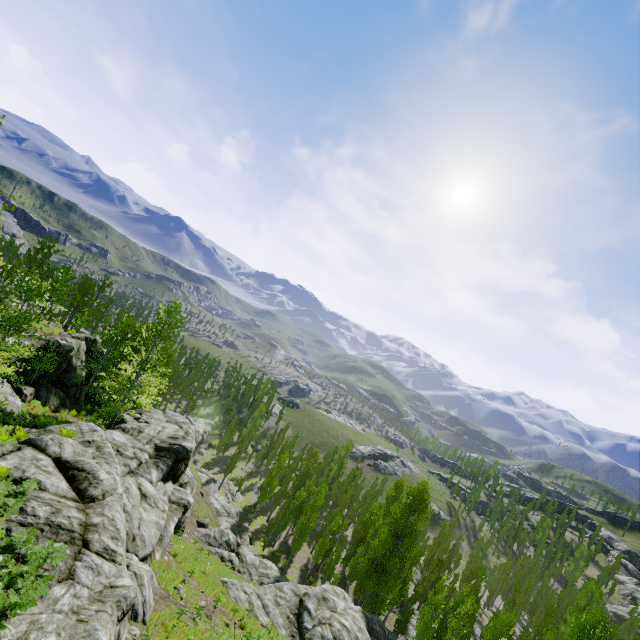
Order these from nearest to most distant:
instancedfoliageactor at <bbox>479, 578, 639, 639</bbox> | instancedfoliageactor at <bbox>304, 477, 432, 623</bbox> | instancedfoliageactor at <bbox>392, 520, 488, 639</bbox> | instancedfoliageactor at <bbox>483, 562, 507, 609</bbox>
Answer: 1. instancedfoliageactor at <bbox>479, 578, 639, 639</bbox>
2. instancedfoliageactor at <bbox>392, 520, 488, 639</bbox>
3. instancedfoliageactor at <bbox>304, 477, 432, 623</bbox>
4. instancedfoliageactor at <bbox>483, 562, 507, 609</bbox>

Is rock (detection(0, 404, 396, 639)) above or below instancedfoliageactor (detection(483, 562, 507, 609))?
above

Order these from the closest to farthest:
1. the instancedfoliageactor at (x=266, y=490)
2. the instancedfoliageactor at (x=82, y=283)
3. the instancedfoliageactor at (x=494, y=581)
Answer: the instancedfoliageactor at (x=82, y=283) < the instancedfoliageactor at (x=266, y=490) < the instancedfoliageactor at (x=494, y=581)

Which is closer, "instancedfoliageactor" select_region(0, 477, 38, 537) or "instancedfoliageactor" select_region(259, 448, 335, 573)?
"instancedfoliageactor" select_region(0, 477, 38, 537)

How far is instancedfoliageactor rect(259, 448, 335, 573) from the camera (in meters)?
38.72

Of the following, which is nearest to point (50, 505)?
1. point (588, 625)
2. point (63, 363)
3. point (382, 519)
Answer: point (63, 363)

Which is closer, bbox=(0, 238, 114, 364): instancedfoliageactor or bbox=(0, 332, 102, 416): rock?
bbox=(0, 238, 114, 364): instancedfoliageactor

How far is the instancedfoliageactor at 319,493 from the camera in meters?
38.7 m
